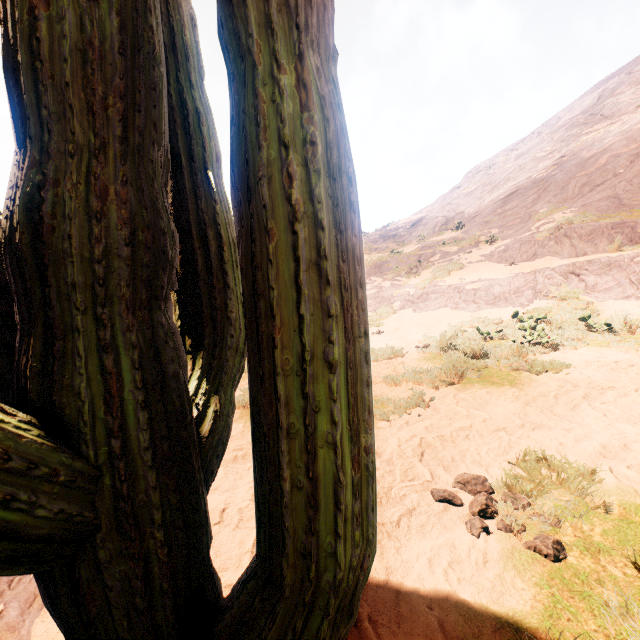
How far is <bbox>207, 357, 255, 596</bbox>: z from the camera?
1.7m

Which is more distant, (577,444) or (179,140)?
(577,444)

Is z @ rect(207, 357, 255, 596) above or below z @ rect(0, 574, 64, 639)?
below

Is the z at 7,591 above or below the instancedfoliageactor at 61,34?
below

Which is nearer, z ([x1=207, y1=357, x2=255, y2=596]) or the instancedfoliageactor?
the instancedfoliageactor

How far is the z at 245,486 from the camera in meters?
1.7

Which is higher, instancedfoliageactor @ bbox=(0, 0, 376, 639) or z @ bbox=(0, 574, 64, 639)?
instancedfoliageactor @ bbox=(0, 0, 376, 639)
